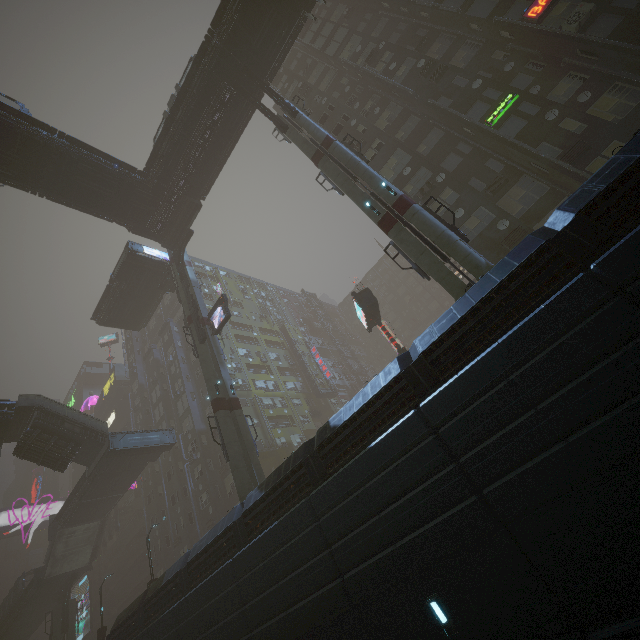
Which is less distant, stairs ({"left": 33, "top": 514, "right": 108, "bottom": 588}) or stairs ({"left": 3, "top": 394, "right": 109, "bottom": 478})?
stairs ({"left": 3, "top": 394, "right": 109, "bottom": 478})

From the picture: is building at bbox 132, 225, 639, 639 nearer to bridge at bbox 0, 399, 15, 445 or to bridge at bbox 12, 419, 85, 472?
bridge at bbox 0, 399, 15, 445

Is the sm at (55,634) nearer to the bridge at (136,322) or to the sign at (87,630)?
the bridge at (136,322)

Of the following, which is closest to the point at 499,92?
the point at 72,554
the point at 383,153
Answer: the point at 383,153

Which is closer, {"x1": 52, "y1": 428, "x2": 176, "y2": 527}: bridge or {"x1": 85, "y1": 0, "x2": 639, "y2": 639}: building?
{"x1": 85, "y1": 0, "x2": 639, "y2": 639}: building

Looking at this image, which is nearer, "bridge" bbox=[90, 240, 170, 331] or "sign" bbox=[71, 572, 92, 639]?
"bridge" bbox=[90, 240, 170, 331]

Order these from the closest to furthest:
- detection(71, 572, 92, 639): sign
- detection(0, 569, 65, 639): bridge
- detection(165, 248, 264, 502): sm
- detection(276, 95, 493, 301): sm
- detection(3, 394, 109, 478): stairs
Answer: detection(276, 95, 493, 301): sm < detection(165, 248, 264, 502): sm < detection(3, 394, 109, 478): stairs < detection(0, 569, 65, 639): bridge < detection(71, 572, 92, 639): sign

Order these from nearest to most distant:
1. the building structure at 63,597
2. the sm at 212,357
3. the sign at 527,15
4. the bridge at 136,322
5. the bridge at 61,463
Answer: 1. the sign at 527,15
2. the sm at 212,357
3. the bridge at 61,463
4. the bridge at 136,322
5. the building structure at 63,597
